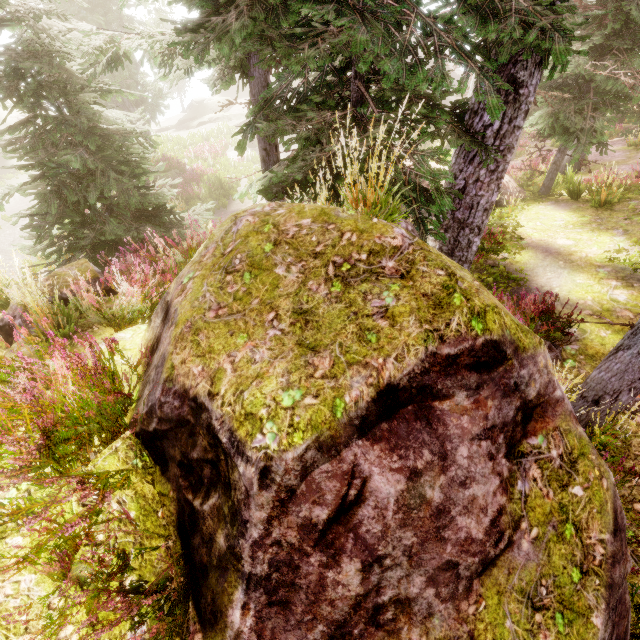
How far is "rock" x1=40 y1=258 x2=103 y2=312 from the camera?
6.1 meters

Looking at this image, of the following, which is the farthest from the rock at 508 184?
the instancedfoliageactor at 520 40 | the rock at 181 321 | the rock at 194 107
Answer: the rock at 194 107

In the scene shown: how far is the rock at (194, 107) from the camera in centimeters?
3123cm

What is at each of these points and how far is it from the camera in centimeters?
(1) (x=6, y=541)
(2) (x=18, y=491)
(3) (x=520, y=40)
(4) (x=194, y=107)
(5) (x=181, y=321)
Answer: (1) rock, 243cm
(2) rock, 267cm
(3) instancedfoliageactor, 452cm
(4) rock, 3419cm
(5) rock, 264cm

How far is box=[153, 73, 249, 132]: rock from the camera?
31.2m

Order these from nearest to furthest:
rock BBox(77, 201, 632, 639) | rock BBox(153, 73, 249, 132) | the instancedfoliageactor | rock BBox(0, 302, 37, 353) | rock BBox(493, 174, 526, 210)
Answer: rock BBox(77, 201, 632, 639) → the instancedfoliageactor → rock BBox(0, 302, 37, 353) → rock BBox(493, 174, 526, 210) → rock BBox(153, 73, 249, 132)

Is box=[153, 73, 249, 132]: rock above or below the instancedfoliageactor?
below

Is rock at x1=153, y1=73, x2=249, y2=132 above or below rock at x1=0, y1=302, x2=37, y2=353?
below
